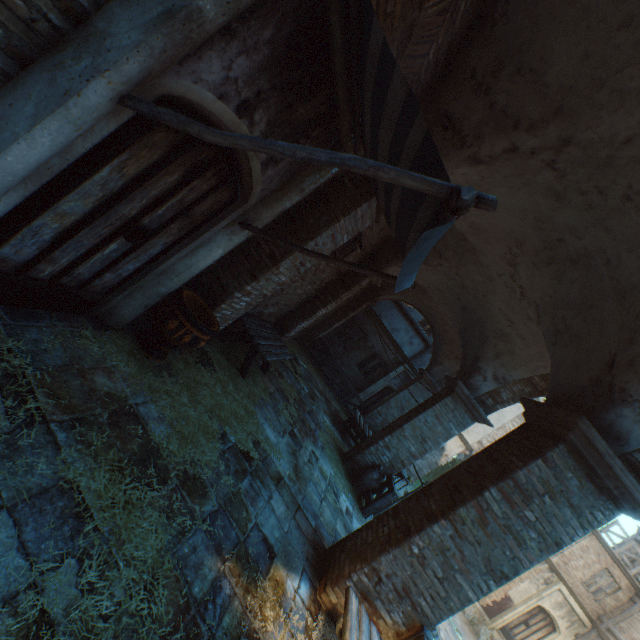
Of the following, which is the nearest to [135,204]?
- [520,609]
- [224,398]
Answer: [224,398]

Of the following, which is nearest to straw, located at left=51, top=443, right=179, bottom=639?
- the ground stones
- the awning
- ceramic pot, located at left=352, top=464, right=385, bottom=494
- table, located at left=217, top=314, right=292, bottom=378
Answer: table, located at left=217, top=314, right=292, bottom=378

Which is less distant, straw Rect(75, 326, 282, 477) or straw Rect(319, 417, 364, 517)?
straw Rect(75, 326, 282, 477)

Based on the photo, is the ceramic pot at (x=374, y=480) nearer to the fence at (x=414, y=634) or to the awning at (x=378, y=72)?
the fence at (x=414, y=634)

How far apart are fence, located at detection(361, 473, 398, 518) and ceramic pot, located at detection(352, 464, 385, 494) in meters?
0.1

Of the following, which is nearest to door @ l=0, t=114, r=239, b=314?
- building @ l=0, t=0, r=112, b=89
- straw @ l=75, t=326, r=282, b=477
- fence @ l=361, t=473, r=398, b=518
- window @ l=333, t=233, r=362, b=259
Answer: straw @ l=75, t=326, r=282, b=477

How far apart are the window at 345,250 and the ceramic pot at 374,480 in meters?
5.5

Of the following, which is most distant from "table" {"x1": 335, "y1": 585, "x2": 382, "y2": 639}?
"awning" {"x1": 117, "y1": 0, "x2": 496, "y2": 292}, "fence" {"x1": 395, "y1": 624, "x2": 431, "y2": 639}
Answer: "awning" {"x1": 117, "y1": 0, "x2": 496, "y2": 292}
